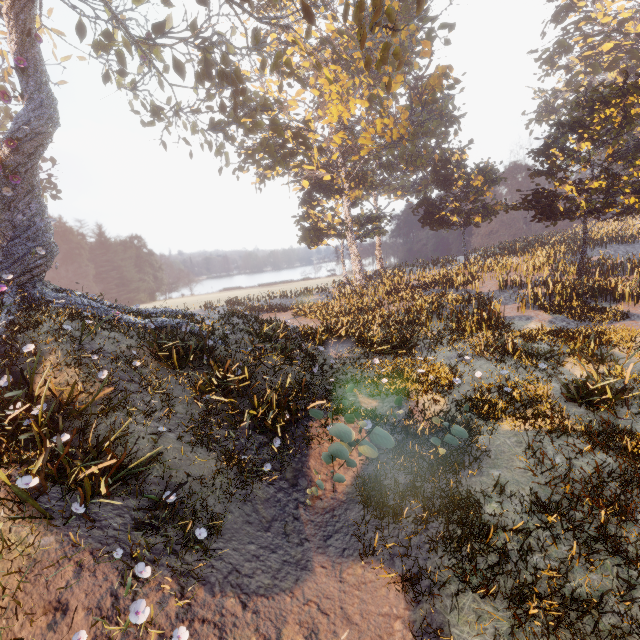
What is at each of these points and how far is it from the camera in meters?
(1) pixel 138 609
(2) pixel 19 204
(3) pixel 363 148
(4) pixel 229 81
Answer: (1) instancedfoliageactor, 4.2
(2) tree, 10.5
(3) instancedfoliageactor, 26.5
(4) tree, 16.6

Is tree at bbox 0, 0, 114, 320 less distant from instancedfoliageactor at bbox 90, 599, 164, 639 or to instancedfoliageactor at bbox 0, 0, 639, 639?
instancedfoliageactor at bbox 0, 0, 639, 639

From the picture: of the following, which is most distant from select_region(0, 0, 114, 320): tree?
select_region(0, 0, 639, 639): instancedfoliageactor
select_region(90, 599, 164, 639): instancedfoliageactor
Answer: select_region(90, 599, 164, 639): instancedfoliageactor

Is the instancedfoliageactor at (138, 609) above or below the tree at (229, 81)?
below

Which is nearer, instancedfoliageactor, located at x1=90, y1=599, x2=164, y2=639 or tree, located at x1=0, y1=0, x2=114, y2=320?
instancedfoliageactor, located at x1=90, y1=599, x2=164, y2=639

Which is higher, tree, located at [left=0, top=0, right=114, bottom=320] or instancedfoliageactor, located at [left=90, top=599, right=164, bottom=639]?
tree, located at [left=0, top=0, right=114, bottom=320]

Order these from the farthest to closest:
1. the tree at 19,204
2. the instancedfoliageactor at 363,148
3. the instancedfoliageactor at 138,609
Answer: the tree at 19,204, the instancedfoliageactor at 363,148, the instancedfoliageactor at 138,609
